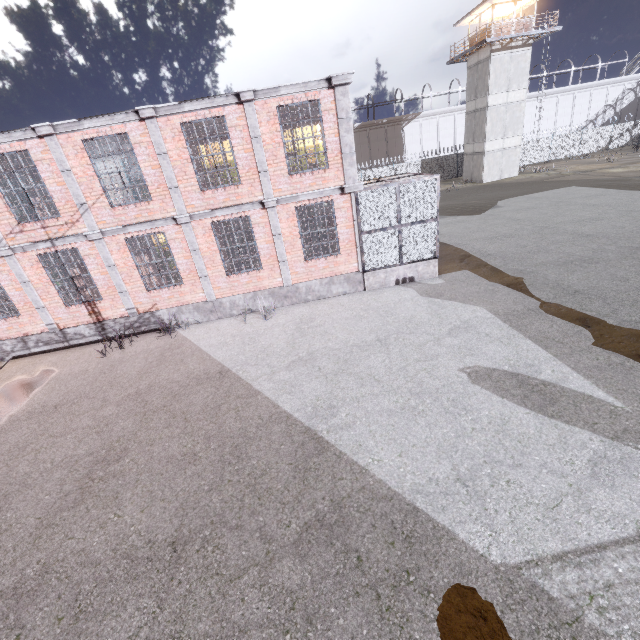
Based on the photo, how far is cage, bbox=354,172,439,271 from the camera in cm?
1138

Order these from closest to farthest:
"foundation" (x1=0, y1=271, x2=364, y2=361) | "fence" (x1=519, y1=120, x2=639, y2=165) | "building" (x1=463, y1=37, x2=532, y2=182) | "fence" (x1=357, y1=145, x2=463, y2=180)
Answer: "foundation" (x1=0, y1=271, x2=364, y2=361) < "building" (x1=463, y1=37, x2=532, y2=182) < "fence" (x1=357, y1=145, x2=463, y2=180) < "fence" (x1=519, y1=120, x2=639, y2=165)

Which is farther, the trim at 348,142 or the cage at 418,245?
the cage at 418,245

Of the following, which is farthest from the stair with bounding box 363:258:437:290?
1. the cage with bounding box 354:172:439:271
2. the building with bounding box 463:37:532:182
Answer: the building with bounding box 463:37:532:182

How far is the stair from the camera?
12.65m

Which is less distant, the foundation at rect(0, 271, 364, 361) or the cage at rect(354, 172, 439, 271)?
the cage at rect(354, 172, 439, 271)

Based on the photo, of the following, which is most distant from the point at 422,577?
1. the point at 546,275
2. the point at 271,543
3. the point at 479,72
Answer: the point at 479,72

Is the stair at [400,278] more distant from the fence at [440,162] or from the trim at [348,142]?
the fence at [440,162]
